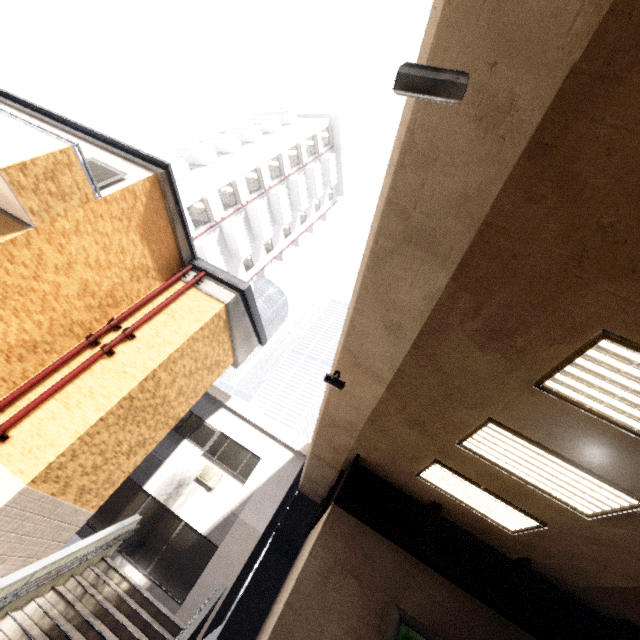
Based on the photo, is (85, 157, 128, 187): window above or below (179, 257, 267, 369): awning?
below

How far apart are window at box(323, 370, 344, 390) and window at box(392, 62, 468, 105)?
4.0 meters

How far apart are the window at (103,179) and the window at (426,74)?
7.00m

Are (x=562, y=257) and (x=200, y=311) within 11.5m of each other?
yes

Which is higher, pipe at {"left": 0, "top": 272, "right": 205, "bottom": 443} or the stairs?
pipe at {"left": 0, "top": 272, "right": 205, "bottom": 443}

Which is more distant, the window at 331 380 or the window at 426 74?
the window at 331 380

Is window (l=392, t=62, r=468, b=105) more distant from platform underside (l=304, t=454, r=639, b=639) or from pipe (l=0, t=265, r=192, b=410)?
pipe (l=0, t=265, r=192, b=410)

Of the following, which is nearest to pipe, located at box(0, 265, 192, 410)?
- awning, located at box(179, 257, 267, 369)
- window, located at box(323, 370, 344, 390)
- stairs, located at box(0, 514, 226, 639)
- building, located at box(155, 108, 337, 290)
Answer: awning, located at box(179, 257, 267, 369)
